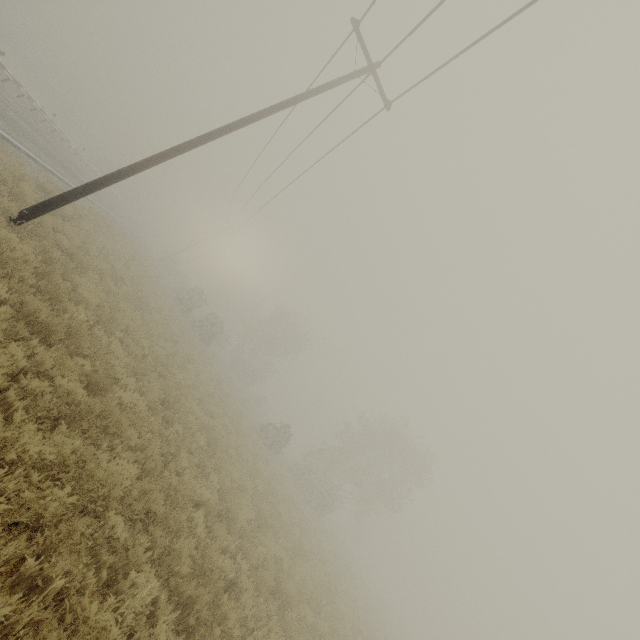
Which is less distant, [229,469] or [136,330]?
[136,330]
